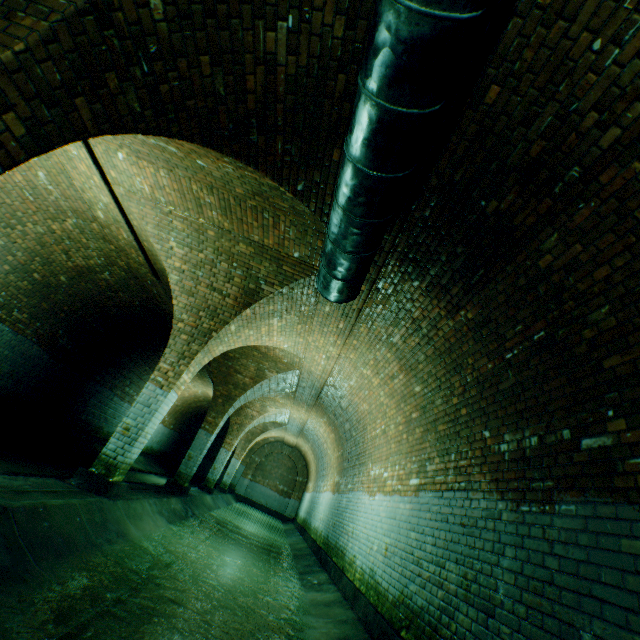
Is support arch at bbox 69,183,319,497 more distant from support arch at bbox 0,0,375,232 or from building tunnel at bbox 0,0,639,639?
support arch at bbox 0,0,375,232

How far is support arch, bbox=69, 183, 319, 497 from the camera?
5.62m

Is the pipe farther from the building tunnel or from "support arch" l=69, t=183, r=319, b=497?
"support arch" l=69, t=183, r=319, b=497

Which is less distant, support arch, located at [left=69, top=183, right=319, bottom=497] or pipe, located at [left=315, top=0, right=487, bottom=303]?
pipe, located at [left=315, top=0, right=487, bottom=303]

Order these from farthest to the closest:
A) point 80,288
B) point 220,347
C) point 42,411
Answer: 1. point 42,411
2. point 80,288
3. point 220,347

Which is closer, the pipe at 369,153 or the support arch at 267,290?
the pipe at 369,153

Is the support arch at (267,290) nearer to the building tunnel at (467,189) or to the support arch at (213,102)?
the building tunnel at (467,189)
